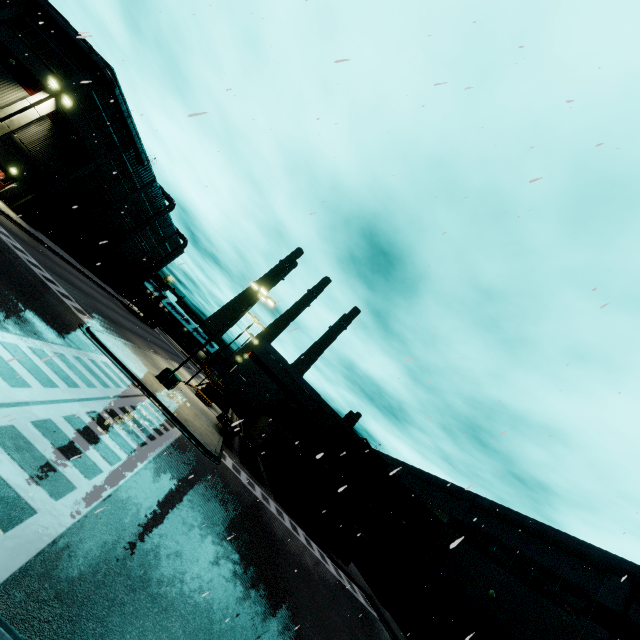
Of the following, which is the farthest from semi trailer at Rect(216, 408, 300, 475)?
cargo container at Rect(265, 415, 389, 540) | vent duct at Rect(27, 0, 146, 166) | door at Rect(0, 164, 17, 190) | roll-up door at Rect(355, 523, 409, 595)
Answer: door at Rect(0, 164, 17, 190)

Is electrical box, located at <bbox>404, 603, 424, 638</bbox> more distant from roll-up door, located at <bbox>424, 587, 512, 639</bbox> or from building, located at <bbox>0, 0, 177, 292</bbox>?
roll-up door, located at <bbox>424, 587, 512, 639</bbox>

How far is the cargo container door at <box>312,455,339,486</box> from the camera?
24.03m

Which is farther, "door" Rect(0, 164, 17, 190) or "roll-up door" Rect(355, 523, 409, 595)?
"door" Rect(0, 164, 17, 190)

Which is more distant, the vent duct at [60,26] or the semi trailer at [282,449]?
the vent duct at [60,26]

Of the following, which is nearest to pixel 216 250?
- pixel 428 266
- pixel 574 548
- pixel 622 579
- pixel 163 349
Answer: pixel 428 266

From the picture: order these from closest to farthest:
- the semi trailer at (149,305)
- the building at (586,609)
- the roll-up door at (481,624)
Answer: the building at (586,609)
the roll-up door at (481,624)
the semi trailer at (149,305)

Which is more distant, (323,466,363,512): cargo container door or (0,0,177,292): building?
(0,0,177,292): building
